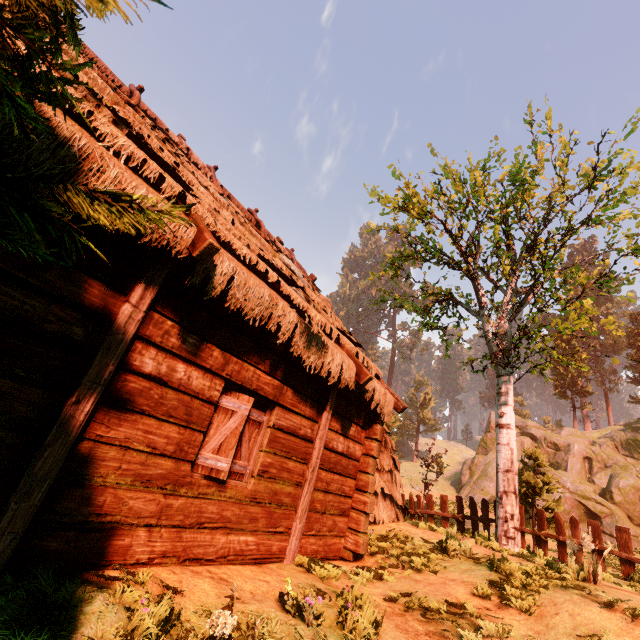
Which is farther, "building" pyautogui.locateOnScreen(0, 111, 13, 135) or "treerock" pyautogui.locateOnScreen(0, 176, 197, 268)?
"building" pyautogui.locateOnScreen(0, 111, 13, 135)

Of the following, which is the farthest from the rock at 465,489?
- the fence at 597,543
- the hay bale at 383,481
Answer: the hay bale at 383,481

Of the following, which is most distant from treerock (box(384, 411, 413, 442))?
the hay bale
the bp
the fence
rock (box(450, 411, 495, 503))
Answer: the bp

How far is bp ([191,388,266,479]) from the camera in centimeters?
425cm

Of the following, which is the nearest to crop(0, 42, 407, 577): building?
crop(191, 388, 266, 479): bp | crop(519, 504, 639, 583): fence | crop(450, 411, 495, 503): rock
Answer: crop(191, 388, 266, 479): bp

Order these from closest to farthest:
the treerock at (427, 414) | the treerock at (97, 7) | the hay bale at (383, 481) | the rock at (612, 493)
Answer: the treerock at (97, 7)
the hay bale at (383, 481)
the rock at (612, 493)
the treerock at (427, 414)

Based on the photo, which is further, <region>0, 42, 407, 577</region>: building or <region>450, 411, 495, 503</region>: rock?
<region>450, 411, 495, 503</region>: rock

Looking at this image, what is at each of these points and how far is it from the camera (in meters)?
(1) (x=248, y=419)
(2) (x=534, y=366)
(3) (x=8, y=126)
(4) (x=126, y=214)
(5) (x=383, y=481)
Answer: (1) bp, 4.96
(2) treerock, 11.28
(3) building, 2.50
(4) treerock, 1.07
(5) hay bale, 8.98
